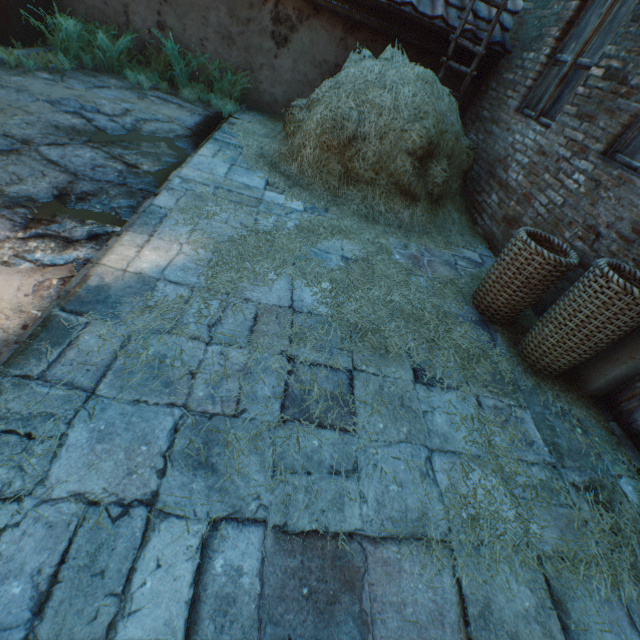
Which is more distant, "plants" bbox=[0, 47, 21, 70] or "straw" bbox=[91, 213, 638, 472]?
"plants" bbox=[0, 47, 21, 70]

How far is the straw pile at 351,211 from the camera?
3.9 meters

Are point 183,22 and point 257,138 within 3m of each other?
yes

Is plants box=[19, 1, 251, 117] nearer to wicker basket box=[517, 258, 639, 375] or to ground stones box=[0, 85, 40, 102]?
ground stones box=[0, 85, 40, 102]

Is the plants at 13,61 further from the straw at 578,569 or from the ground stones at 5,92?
the straw at 578,569

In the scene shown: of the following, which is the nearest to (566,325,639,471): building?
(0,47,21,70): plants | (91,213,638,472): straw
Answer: (91,213,638,472): straw

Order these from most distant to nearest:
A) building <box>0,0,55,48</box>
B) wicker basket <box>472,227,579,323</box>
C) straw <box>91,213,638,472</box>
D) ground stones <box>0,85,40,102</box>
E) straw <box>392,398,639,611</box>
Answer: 1. building <box>0,0,55,48</box>
2. ground stones <box>0,85,40,102</box>
3. wicker basket <box>472,227,579,323</box>
4. straw <box>91,213,638,472</box>
5. straw <box>392,398,639,611</box>

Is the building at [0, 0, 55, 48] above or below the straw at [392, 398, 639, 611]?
above
